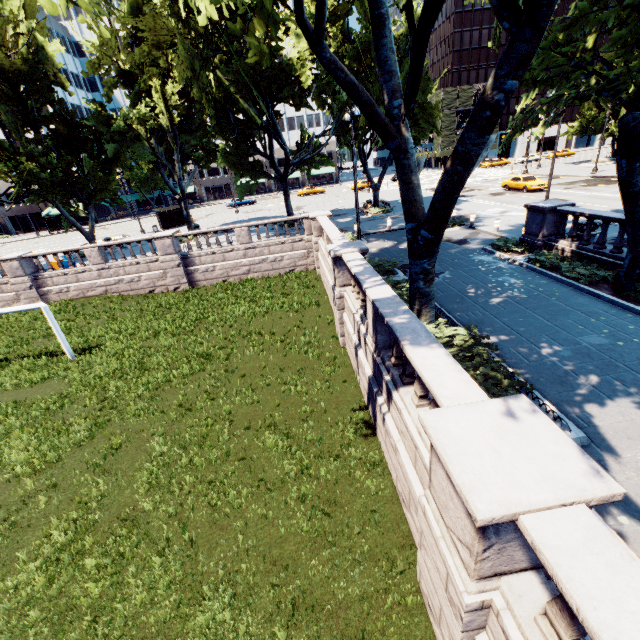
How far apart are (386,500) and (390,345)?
3.67m

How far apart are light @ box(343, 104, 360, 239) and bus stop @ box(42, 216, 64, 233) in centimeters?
→ 5699cm

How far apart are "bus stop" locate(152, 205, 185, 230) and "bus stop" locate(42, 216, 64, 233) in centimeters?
2548cm

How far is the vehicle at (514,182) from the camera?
31.0 meters

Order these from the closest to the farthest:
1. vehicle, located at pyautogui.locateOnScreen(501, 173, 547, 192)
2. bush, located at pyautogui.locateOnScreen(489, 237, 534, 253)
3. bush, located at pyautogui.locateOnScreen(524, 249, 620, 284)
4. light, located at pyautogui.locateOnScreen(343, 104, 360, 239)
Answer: bush, located at pyautogui.locateOnScreen(524, 249, 620, 284) → light, located at pyautogui.locateOnScreen(343, 104, 360, 239) → bush, located at pyautogui.locateOnScreen(489, 237, 534, 253) → vehicle, located at pyautogui.locateOnScreen(501, 173, 547, 192)

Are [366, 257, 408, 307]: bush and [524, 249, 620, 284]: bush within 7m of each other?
yes

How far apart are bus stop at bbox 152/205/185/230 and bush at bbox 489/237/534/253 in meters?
→ 36.0 m

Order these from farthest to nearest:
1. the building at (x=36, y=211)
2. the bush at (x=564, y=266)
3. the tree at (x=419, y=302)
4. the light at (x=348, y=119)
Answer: the building at (x=36, y=211) → the light at (x=348, y=119) → the bush at (x=564, y=266) → the tree at (x=419, y=302)
